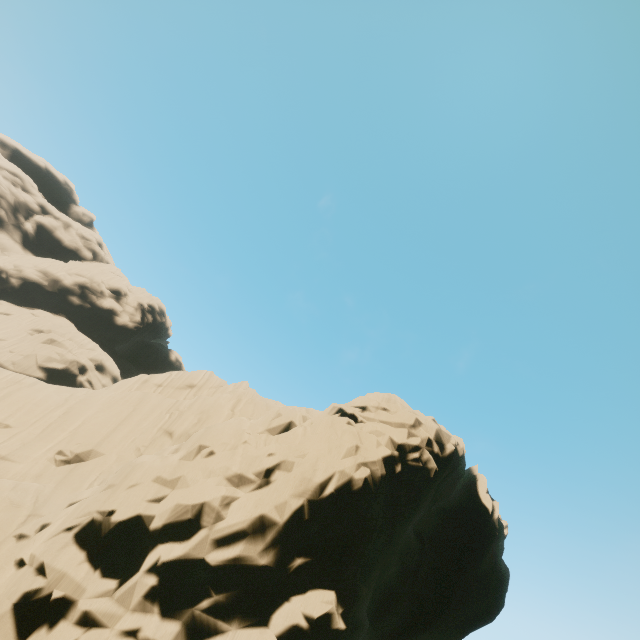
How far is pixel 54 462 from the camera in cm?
1911
